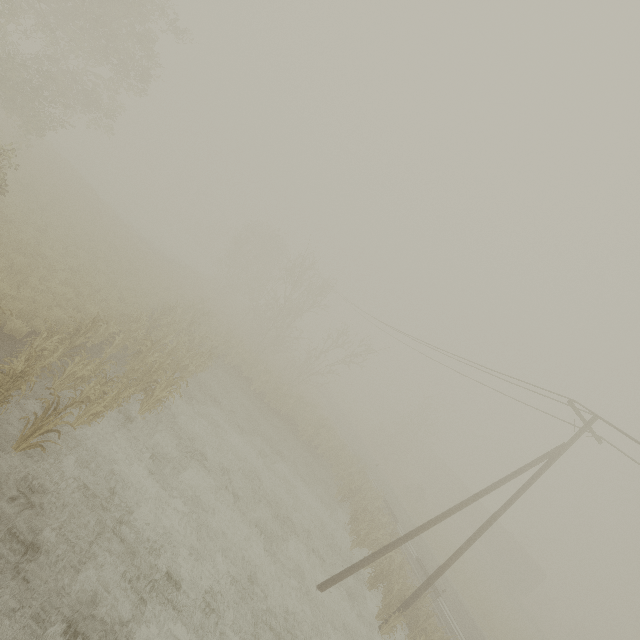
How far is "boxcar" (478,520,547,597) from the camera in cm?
3841

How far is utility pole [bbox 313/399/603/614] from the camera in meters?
12.2 m

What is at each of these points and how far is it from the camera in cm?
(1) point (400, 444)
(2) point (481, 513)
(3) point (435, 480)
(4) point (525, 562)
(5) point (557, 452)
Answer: (1) tree, 4397
(2) boxcar, 4559
(3) boxcar, 5322
(4) boxcar, 3903
(5) utility pole, 1304

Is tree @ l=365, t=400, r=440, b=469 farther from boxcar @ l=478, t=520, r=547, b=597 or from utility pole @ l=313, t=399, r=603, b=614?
utility pole @ l=313, t=399, r=603, b=614

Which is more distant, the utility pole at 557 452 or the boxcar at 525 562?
the boxcar at 525 562

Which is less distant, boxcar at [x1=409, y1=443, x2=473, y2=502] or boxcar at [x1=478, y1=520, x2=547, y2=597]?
boxcar at [x1=478, y1=520, x2=547, y2=597]

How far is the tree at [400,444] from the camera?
42.7m

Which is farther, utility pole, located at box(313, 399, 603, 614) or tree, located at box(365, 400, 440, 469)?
tree, located at box(365, 400, 440, 469)
